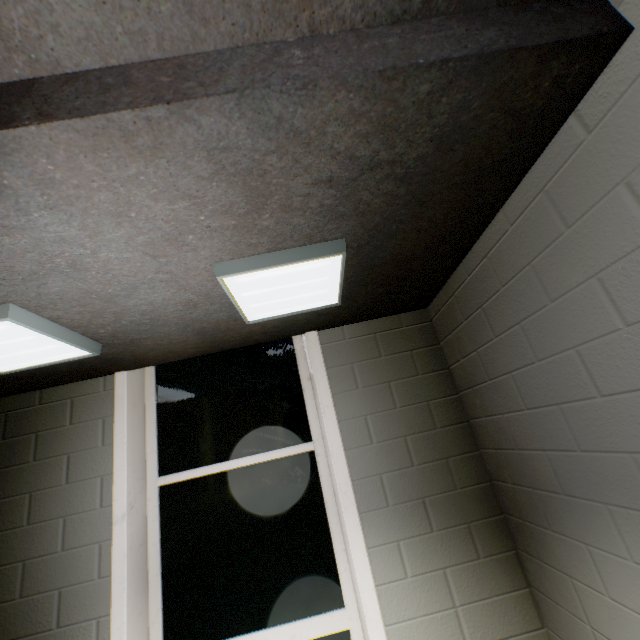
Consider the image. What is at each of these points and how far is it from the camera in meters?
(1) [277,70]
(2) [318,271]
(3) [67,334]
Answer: (1) stairs, 0.7 m
(2) lamp, 1.3 m
(3) lamp, 1.4 m

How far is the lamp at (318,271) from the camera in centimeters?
121cm

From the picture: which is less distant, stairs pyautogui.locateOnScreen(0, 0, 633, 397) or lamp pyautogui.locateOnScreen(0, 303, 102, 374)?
stairs pyautogui.locateOnScreen(0, 0, 633, 397)

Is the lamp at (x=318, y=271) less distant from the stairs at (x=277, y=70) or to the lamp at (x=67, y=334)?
the stairs at (x=277, y=70)

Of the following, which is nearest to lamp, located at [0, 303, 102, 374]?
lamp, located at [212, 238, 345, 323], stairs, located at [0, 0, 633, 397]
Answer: stairs, located at [0, 0, 633, 397]

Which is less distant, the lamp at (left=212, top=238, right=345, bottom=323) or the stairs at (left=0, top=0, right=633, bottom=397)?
the stairs at (left=0, top=0, right=633, bottom=397)

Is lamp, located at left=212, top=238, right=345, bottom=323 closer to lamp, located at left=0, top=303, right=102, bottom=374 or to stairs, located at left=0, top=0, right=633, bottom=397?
stairs, located at left=0, top=0, right=633, bottom=397

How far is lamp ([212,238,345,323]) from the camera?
1.2m
